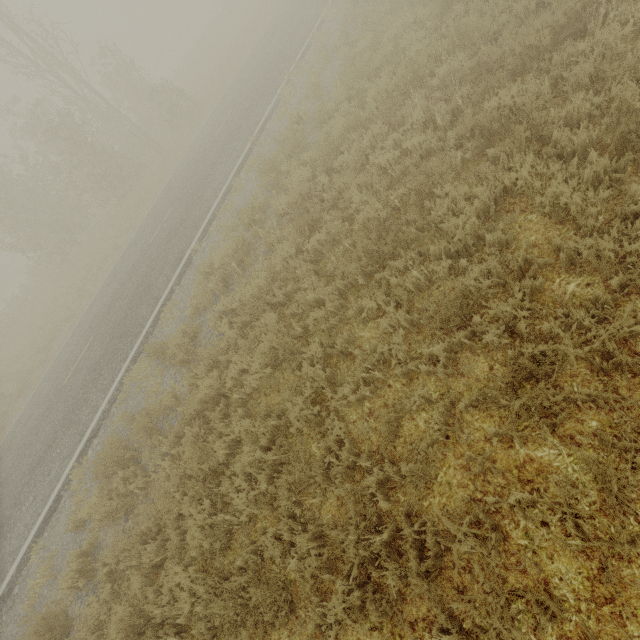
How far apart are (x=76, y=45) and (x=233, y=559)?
24.2m
